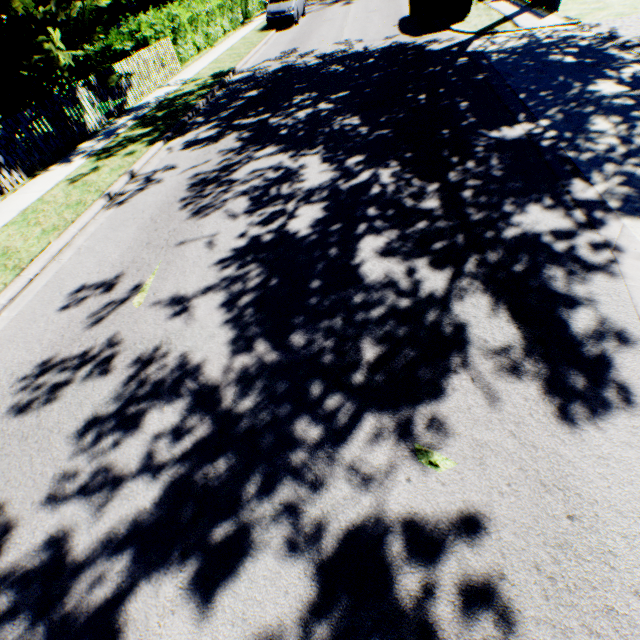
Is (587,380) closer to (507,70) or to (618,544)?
(618,544)

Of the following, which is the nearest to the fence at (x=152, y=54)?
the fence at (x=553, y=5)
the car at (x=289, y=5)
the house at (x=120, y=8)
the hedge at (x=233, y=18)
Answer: the hedge at (x=233, y=18)

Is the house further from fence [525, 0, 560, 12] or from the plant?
fence [525, 0, 560, 12]

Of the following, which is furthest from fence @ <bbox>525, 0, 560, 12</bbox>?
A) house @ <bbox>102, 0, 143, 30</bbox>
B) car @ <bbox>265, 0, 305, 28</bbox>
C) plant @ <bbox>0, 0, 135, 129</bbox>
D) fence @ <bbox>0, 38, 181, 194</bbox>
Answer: house @ <bbox>102, 0, 143, 30</bbox>

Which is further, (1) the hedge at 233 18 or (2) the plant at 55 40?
(1) the hedge at 233 18

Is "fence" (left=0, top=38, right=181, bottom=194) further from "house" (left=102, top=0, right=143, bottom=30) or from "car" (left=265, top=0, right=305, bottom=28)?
"house" (left=102, top=0, right=143, bottom=30)

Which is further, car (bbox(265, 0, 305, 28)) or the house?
the house

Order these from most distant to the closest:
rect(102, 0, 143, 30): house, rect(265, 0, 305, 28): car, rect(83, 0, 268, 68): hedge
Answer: rect(102, 0, 143, 30): house → rect(265, 0, 305, 28): car → rect(83, 0, 268, 68): hedge
